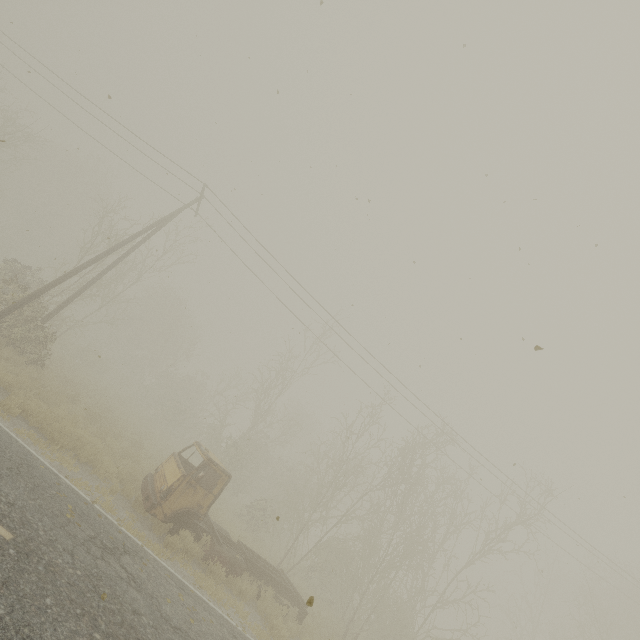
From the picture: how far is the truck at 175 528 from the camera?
10.24m

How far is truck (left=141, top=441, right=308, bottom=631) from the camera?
10.2 meters

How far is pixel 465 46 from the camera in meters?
7.4
